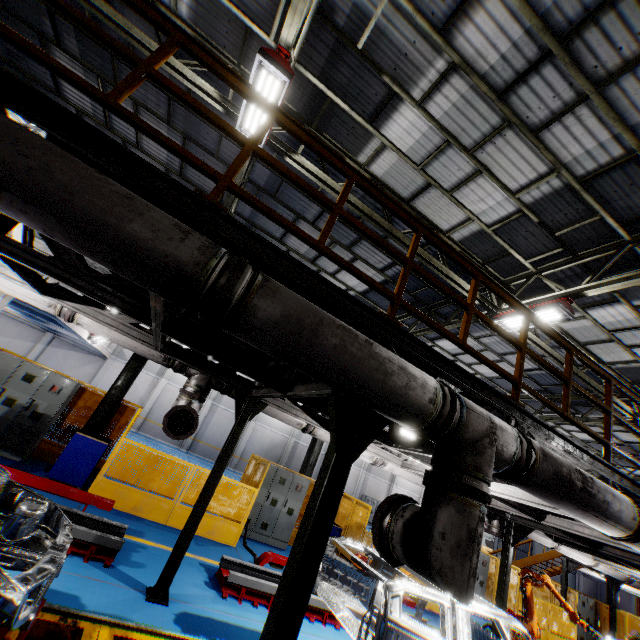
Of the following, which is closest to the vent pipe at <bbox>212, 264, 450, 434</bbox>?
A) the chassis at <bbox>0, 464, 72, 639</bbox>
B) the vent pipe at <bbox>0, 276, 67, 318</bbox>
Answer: the chassis at <bbox>0, 464, 72, 639</bbox>

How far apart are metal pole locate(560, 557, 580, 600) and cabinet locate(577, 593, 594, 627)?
2.0m

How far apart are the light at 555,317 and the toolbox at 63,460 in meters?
10.5 m

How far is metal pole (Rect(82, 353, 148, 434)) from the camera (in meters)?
9.09

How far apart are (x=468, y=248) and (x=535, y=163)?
2.7m

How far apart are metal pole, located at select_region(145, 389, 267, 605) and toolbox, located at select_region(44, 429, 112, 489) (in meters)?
3.96

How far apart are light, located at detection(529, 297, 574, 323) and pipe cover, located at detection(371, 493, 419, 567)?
6.2 meters

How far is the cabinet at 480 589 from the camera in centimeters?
1355cm
